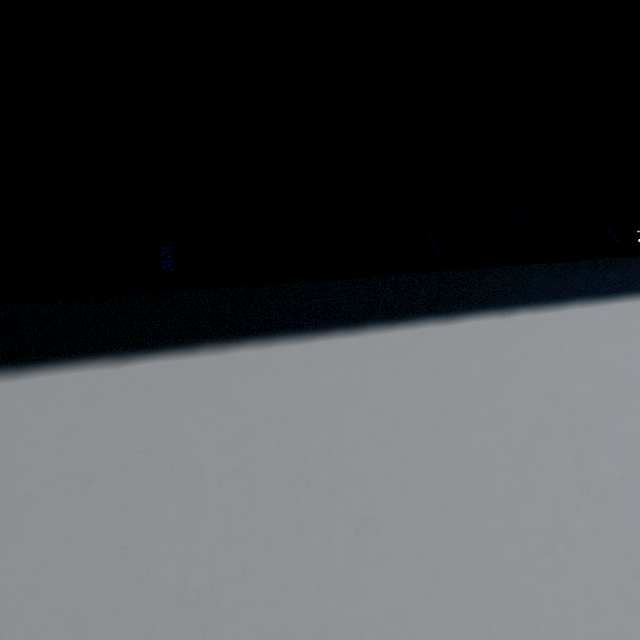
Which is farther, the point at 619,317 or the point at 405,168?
the point at 619,317
